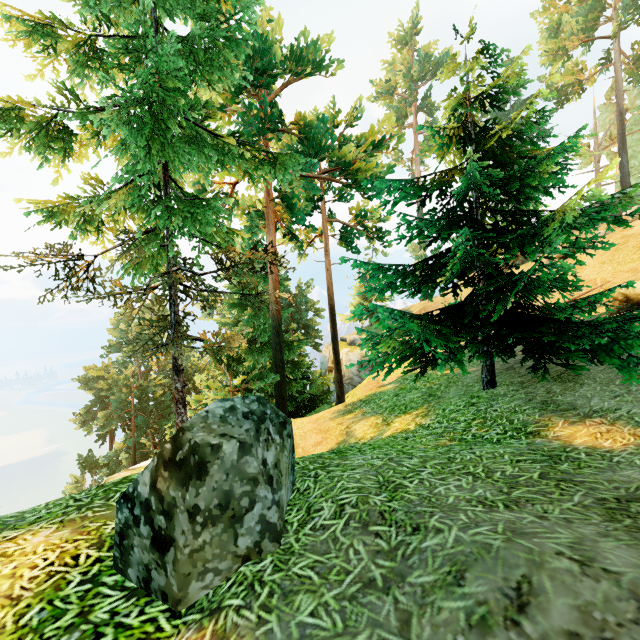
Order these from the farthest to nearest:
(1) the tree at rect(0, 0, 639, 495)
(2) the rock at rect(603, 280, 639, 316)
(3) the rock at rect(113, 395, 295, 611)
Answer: (2) the rock at rect(603, 280, 639, 316)
(1) the tree at rect(0, 0, 639, 495)
(3) the rock at rect(113, 395, 295, 611)

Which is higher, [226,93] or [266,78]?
[266,78]

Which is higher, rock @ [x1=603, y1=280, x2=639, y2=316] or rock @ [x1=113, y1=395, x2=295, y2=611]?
rock @ [x1=603, y1=280, x2=639, y2=316]

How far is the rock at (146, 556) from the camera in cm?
240

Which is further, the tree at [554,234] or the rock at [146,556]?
the tree at [554,234]

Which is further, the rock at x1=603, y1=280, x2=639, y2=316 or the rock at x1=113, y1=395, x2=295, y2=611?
the rock at x1=603, y1=280, x2=639, y2=316

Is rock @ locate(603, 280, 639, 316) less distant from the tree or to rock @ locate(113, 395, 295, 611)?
the tree

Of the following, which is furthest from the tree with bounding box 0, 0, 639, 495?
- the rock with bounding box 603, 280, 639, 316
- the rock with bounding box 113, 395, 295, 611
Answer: the rock with bounding box 113, 395, 295, 611
